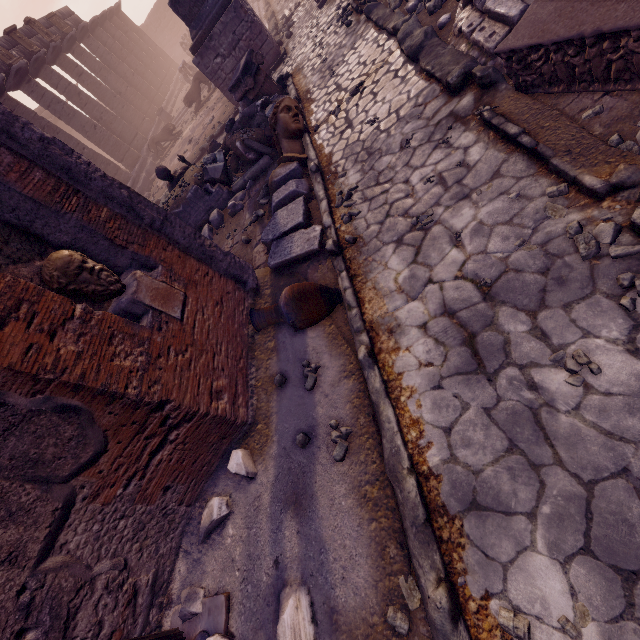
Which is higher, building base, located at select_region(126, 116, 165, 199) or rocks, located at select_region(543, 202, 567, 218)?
building base, located at select_region(126, 116, 165, 199)

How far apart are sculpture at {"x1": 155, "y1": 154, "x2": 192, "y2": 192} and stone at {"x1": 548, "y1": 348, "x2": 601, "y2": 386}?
9.2m

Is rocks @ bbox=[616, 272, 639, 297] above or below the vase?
below

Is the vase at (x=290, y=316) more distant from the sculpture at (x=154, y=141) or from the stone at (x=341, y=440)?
the sculpture at (x=154, y=141)

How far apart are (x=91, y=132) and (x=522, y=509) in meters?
21.8 m

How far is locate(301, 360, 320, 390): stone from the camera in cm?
369

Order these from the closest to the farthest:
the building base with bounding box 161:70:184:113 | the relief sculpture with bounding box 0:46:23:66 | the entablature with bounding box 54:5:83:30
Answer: the relief sculpture with bounding box 0:46:23:66
the entablature with bounding box 54:5:83:30
the building base with bounding box 161:70:184:113

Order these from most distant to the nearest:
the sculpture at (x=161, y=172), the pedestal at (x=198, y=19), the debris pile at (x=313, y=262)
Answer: the pedestal at (x=198, y=19)
the sculpture at (x=161, y=172)
the debris pile at (x=313, y=262)
